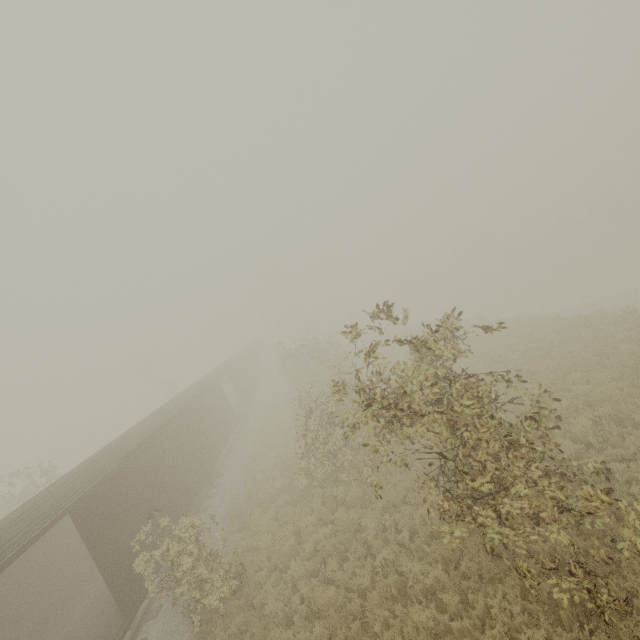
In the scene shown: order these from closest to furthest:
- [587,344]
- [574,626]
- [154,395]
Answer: [574,626], [587,344], [154,395]
